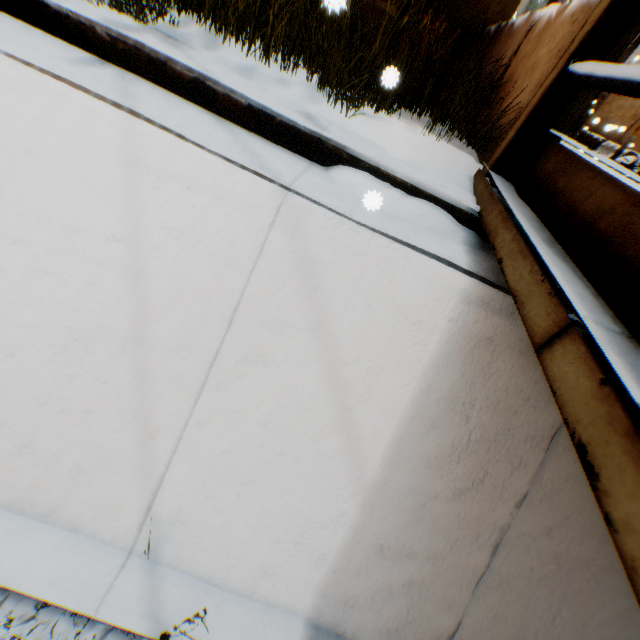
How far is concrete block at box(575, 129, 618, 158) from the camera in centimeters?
1463cm

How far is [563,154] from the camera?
1.9 meters

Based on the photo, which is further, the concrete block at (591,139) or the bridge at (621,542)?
the concrete block at (591,139)

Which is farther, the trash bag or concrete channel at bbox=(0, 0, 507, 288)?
the trash bag

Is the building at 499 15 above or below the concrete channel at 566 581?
above

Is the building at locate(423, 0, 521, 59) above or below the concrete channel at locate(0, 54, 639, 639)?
above

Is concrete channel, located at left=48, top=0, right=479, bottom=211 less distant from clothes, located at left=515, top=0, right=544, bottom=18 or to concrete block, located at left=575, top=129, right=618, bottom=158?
concrete block, located at left=575, top=129, right=618, bottom=158

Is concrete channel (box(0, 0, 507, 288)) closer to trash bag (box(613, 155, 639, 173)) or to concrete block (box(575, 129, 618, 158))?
trash bag (box(613, 155, 639, 173))
